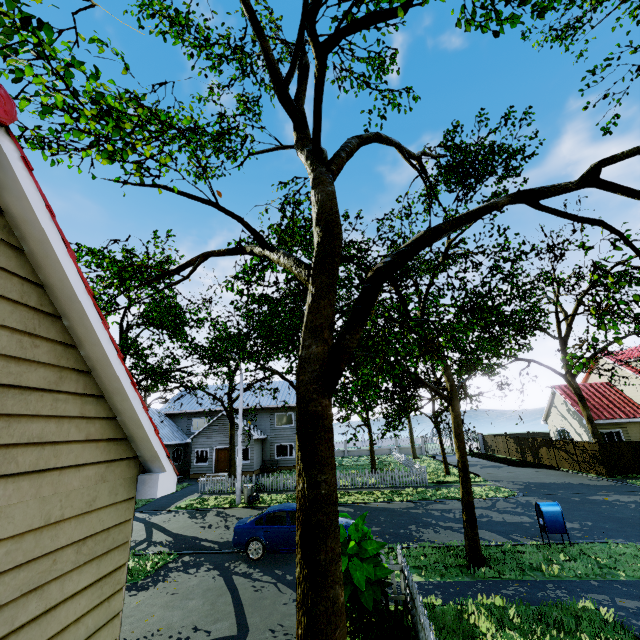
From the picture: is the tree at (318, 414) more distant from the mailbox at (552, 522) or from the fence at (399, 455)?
the mailbox at (552, 522)

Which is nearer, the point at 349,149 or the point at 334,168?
the point at 334,168

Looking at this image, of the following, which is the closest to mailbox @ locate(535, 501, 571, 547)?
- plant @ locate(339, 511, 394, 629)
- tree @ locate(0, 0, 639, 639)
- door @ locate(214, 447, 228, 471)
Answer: tree @ locate(0, 0, 639, 639)

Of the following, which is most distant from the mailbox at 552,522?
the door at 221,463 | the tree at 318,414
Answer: the door at 221,463

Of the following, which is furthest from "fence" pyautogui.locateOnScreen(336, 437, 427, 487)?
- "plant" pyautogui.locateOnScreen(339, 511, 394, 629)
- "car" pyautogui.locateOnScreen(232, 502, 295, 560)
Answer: "car" pyautogui.locateOnScreen(232, 502, 295, 560)

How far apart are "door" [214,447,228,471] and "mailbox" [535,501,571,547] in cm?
2535

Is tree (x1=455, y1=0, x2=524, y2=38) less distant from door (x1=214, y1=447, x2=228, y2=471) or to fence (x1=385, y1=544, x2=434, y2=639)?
fence (x1=385, y1=544, x2=434, y2=639)

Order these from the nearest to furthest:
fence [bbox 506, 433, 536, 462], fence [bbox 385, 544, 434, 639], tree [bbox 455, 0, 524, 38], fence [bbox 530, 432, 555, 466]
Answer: tree [bbox 455, 0, 524, 38]
fence [bbox 385, 544, 434, 639]
fence [bbox 530, 432, 555, 466]
fence [bbox 506, 433, 536, 462]
